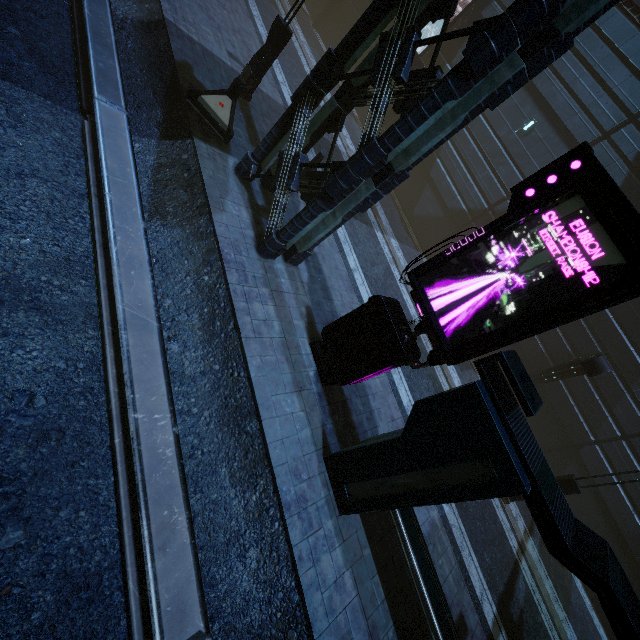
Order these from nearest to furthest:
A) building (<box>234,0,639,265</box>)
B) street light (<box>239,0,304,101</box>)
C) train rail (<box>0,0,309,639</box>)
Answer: train rail (<box>0,0,309,639</box>) → building (<box>234,0,639,265</box>) → street light (<box>239,0,304,101</box>)

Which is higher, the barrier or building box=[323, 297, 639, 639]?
building box=[323, 297, 639, 639]

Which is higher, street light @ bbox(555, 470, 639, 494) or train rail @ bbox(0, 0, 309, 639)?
street light @ bbox(555, 470, 639, 494)

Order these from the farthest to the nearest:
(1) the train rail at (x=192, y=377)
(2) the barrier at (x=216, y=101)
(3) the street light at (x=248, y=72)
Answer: (3) the street light at (x=248, y=72) < (2) the barrier at (x=216, y=101) < (1) the train rail at (x=192, y=377)

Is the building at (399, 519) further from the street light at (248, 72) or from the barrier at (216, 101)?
the street light at (248, 72)

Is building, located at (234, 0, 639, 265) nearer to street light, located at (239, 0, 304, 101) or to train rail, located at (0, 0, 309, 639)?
train rail, located at (0, 0, 309, 639)

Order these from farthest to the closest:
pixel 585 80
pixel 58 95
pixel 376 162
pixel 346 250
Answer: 1. pixel 585 80
2. pixel 346 250
3. pixel 58 95
4. pixel 376 162

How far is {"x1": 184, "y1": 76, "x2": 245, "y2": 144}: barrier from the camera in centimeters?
862cm
